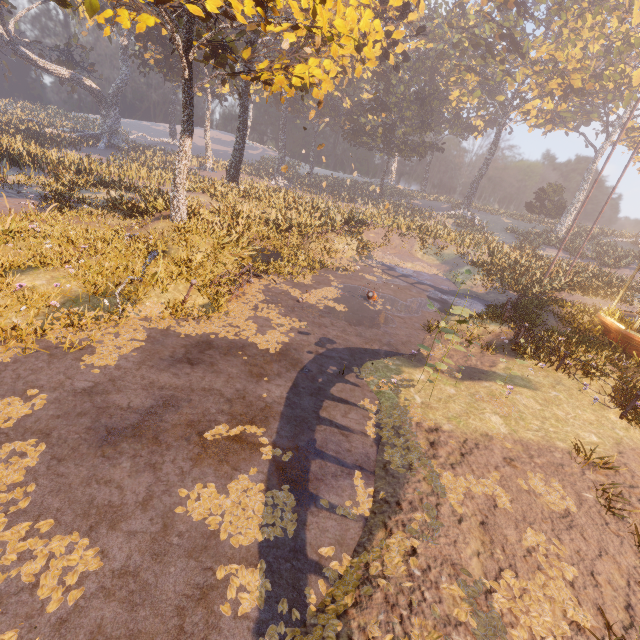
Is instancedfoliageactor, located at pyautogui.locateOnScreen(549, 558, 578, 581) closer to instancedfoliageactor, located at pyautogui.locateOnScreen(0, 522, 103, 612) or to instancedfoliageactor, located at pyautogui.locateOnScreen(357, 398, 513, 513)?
instancedfoliageactor, located at pyautogui.locateOnScreen(357, 398, 513, 513)

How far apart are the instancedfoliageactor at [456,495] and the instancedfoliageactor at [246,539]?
1.9m

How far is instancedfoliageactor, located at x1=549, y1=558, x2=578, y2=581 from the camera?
4.43m

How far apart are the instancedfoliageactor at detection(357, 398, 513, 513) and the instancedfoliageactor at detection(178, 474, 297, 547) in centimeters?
190cm

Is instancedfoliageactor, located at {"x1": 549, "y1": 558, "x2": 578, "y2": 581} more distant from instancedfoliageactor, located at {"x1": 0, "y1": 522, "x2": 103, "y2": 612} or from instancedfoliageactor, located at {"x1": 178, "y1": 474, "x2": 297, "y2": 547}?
instancedfoliageactor, located at {"x1": 0, "y1": 522, "x2": 103, "y2": 612}

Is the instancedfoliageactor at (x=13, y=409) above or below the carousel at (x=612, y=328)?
below

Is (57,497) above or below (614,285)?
below
